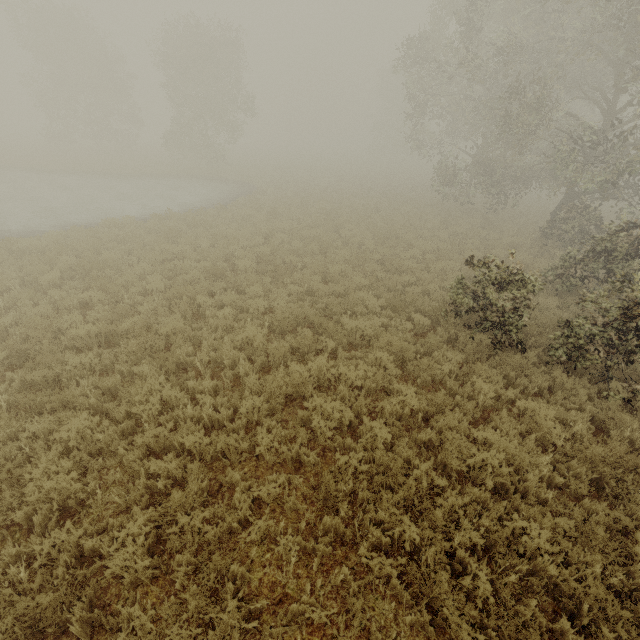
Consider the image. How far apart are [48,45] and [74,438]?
43.1m
